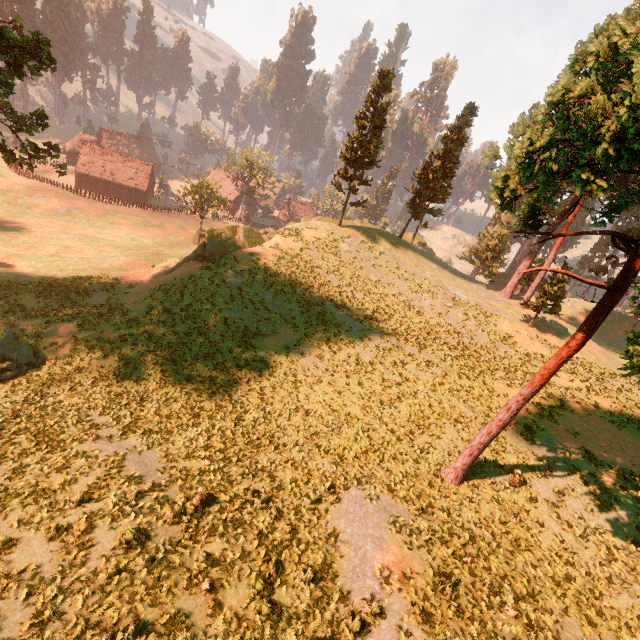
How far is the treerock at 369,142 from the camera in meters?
33.2

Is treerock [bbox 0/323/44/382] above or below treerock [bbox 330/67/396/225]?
below

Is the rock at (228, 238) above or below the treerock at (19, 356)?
above

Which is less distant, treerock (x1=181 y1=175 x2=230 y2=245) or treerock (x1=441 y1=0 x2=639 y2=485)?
treerock (x1=441 y1=0 x2=639 y2=485)

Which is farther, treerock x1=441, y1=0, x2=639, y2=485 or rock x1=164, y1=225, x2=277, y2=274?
rock x1=164, y1=225, x2=277, y2=274

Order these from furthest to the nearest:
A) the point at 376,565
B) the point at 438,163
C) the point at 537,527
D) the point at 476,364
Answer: the point at 438,163 → the point at 476,364 → the point at 537,527 → the point at 376,565

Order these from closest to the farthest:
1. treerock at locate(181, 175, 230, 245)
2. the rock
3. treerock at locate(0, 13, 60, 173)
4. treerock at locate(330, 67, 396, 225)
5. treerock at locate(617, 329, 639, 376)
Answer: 1. treerock at locate(617, 329, 639, 376)
2. treerock at locate(0, 13, 60, 173)
3. the rock
4. treerock at locate(330, 67, 396, 225)
5. treerock at locate(181, 175, 230, 245)

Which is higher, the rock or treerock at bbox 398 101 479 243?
treerock at bbox 398 101 479 243
